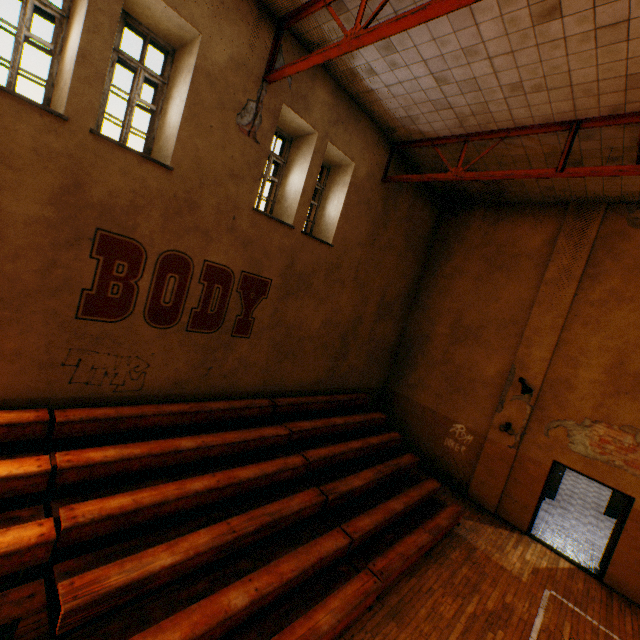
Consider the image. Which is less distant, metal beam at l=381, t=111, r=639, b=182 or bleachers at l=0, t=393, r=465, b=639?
bleachers at l=0, t=393, r=465, b=639

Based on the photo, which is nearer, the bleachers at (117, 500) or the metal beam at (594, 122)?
the bleachers at (117, 500)

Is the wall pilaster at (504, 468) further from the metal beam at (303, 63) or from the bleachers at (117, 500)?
the metal beam at (303, 63)

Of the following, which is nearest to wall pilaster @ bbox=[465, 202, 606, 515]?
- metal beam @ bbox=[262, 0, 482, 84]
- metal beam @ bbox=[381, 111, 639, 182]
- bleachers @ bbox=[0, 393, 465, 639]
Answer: bleachers @ bbox=[0, 393, 465, 639]

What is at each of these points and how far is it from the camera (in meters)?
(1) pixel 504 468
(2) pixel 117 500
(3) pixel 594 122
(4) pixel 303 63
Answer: (1) wall pilaster, 9.03
(2) bleachers, 4.21
(3) metal beam, 5.73
(4) metal beam, 5.03

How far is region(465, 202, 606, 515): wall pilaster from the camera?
8.6m

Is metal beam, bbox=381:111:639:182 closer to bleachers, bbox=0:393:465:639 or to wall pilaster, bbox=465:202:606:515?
wall pilaster, bbox=465:202:606:515

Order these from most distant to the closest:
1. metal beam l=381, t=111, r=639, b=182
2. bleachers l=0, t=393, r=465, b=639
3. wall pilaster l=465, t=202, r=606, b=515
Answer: wall pilaster l=465, t=202, r=606, b=515, metal beam l=381, t=111, r=639, b=182, bleachers l=0, t=393, r=465, b=639
